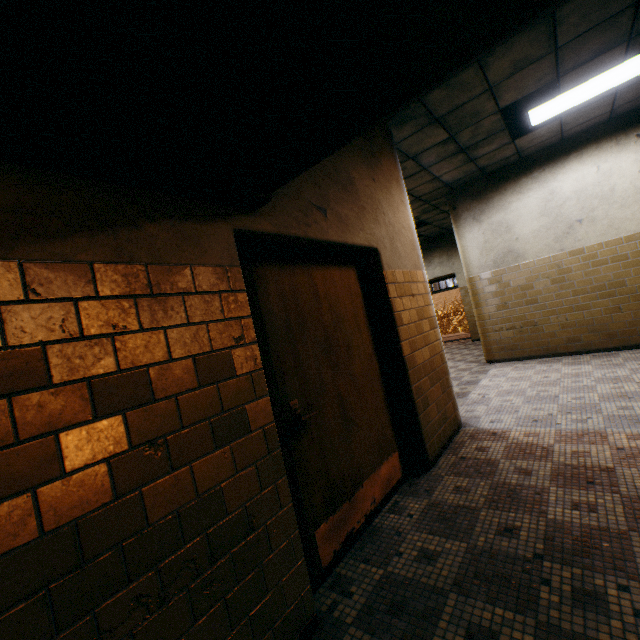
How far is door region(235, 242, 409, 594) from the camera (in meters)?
2.03

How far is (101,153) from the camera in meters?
1.2

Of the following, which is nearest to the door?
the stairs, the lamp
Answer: the stairs

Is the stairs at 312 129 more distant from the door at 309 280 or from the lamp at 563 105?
the lamp at 563 105

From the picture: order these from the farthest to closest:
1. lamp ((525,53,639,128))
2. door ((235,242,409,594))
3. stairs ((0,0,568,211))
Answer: lamp ((525,53,639,128)), door ((235,242,409,594)), stairs ((0,0,568,211))

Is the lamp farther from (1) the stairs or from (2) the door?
(2) the door

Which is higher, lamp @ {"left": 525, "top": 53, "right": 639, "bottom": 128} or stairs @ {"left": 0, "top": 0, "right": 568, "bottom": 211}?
lamp @ {"left": 525, "top": 53, "right": 639, "bottom": 128}

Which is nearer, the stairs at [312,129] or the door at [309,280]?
the stairs at [312,129]
